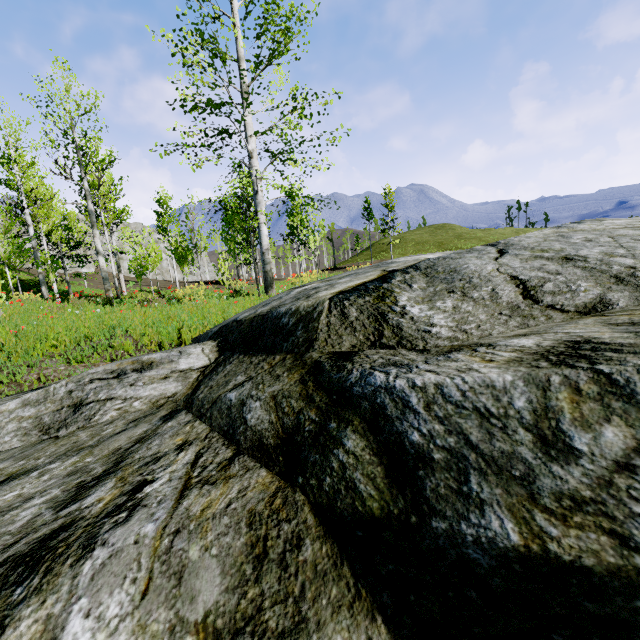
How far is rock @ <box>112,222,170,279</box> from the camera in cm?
5328

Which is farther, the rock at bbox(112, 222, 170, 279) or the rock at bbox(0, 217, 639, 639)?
the rock at bbox(112, 222, 170, 279)

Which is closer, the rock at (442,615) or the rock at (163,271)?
the rock at (442,615)

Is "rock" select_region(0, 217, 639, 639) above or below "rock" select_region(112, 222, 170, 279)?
below

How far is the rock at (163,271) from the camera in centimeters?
5328cm

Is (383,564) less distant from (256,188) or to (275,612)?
(275,612)
